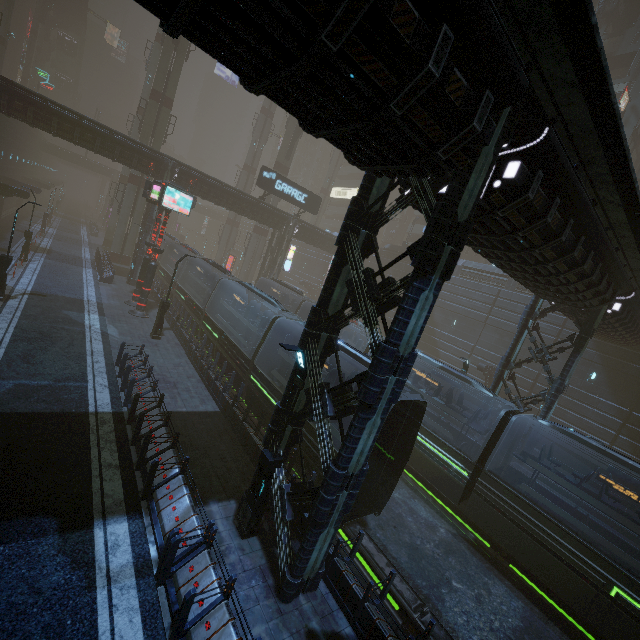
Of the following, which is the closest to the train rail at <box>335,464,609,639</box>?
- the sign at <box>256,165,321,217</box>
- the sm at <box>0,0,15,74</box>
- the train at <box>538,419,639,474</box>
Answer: the sm at <box>0,0,15,74</box>

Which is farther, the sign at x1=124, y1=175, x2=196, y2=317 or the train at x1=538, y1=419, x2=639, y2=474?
the sign at x1=124, y1=175, x2=196, y2=317

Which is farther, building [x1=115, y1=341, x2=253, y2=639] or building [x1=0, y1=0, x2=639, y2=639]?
building [x1=115, y1=341, x2=253, y2=639]

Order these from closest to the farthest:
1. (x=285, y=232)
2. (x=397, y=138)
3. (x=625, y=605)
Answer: (x=397, y=138), (x=625, y=605), (x=285, y=232)

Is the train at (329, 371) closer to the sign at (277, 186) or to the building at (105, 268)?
the building at (105, 268)

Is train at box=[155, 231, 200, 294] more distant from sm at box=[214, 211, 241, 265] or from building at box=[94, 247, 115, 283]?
sm at box=[214, 211, 241, 265]

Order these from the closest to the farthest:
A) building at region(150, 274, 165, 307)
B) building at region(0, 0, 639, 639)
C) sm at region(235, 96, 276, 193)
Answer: building at region(0, 0, 639, 639) < building at region(150, 274, 165, 307) < sm at region(235, 96, 276, 193)

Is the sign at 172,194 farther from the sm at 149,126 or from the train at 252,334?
the sm at 149,126
